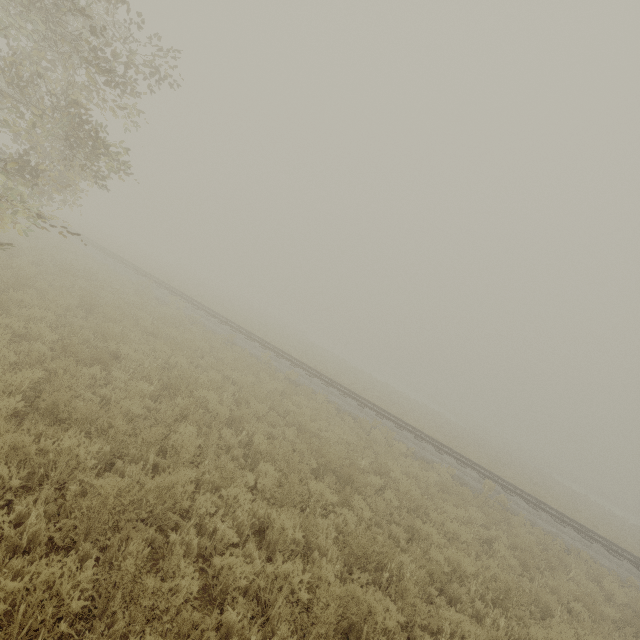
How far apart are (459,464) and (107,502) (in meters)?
15.23
